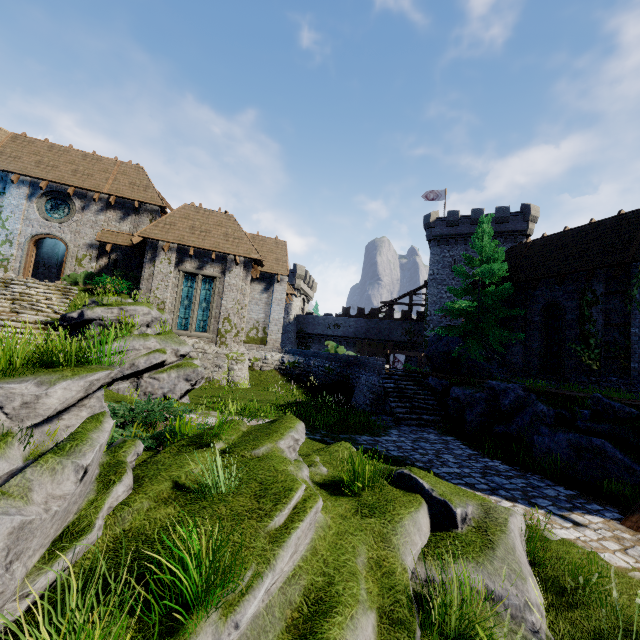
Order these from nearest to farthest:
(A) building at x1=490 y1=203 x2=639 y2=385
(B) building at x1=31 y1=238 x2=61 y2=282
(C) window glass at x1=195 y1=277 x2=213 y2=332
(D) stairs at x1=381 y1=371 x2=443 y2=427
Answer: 1. (D) stairs at x1=381 y1=371 x2=443 y2=427
2. (A) building at x1=490 y1=203 x2=639 y2=385
3. (C) window glass at x1=195 y1=277 x2=213 y2=332
4. (B) building at x1=31 y1=238 x2=61 y2=282

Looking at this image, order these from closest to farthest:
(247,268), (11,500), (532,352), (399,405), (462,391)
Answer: (11,500) → (462,391) → (399,405) → (532,352) → (247,268)

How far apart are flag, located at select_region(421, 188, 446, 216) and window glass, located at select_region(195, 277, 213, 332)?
31.5m

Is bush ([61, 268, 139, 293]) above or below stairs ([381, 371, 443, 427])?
above

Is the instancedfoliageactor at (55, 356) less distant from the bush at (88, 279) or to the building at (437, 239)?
the bush at (88, 279)

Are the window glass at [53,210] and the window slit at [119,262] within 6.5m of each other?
yes

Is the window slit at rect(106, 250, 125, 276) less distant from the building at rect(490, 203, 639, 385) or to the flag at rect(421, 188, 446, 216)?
the building at rect(490, 203, 639, 385)

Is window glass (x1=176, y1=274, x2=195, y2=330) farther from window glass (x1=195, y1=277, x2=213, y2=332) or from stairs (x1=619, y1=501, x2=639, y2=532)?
stairs (x1=619, y1=501, x2=639, y2=532)
